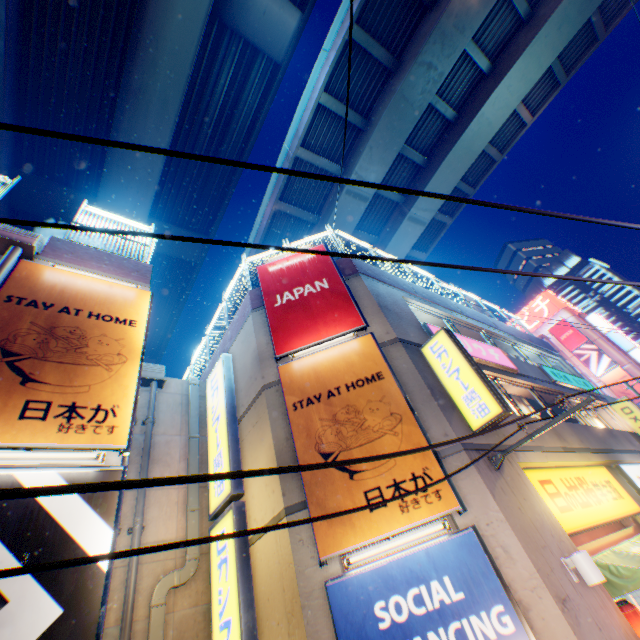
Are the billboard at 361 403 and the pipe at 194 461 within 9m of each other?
yes

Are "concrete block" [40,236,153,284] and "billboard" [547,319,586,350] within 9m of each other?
no

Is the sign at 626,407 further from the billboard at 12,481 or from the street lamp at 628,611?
the billboard at 12,481

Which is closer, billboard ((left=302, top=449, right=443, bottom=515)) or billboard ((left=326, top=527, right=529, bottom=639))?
billboard ((left=326, top=527, right=529, bottom=639))

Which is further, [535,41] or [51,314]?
[535,41]

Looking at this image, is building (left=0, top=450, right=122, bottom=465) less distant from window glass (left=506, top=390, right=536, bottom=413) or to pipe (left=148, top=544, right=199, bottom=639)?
pipe (left=148, top=544, right=199, bottom=639)

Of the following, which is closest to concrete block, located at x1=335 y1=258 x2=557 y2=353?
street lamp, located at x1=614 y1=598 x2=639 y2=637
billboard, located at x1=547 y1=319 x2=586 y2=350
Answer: street lamp, located at x1=614 y1=598 x2=639 y2=637

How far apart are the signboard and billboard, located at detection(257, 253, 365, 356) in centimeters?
5151cm
